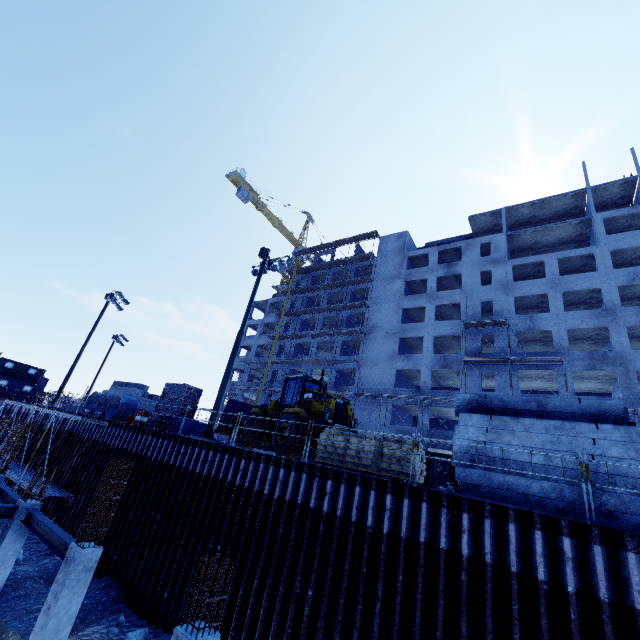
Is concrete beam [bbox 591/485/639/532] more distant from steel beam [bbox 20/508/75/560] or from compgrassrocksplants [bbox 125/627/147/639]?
compgrassrocksplants [bbox 125/627/147/639]

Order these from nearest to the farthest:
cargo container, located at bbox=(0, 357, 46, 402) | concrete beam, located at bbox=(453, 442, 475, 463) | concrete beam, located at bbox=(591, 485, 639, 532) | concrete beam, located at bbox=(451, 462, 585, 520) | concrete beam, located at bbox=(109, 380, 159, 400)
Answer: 1. concrete beam, located at bbox=(591, 485, 639, 532)
2. concrete beam, located at bbox=(451, 462, 585, 520)
3. concrete beam, located at bbox=(453, 442, 475, 463)
4. concrete beam, located at bbox=(109, 380, 159, 400)
5. cargo container, located at bbox=(0, 357, 46, 402)

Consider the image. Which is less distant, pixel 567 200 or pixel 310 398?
pixel 310 398

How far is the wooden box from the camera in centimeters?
1770cm

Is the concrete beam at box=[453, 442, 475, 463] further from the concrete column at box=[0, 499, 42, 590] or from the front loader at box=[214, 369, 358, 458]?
the concrete column at box=[0, 499, 42, 590]

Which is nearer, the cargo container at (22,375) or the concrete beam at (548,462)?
the concrete beam at (548,462)

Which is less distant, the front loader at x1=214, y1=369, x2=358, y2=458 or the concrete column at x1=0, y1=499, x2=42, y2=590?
the concrete column at x1=0, y1=499, x2=42, y2=590

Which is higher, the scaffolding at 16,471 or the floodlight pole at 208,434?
the floodlight pole at 208,434
